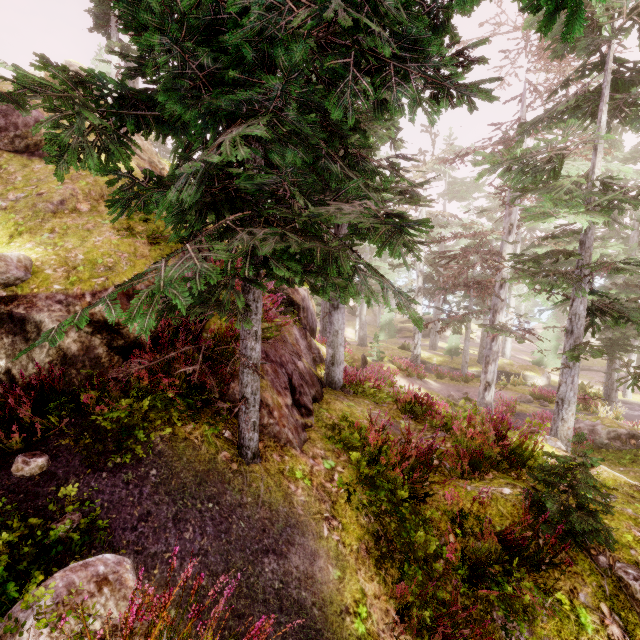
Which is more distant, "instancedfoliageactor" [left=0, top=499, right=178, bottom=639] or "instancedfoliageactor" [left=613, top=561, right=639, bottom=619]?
"instancedfoliageactor" [left=613, top=561, right=639, bottom=619]

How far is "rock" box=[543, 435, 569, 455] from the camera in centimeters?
742cm

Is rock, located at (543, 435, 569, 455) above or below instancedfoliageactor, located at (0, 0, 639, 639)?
below

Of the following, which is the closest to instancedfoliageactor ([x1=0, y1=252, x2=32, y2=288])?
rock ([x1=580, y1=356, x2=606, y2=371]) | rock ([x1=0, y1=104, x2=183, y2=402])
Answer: rock ([x1=0, y1=104, x2=183, y2=402])

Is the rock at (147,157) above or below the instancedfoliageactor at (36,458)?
above

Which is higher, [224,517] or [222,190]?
[222,190]

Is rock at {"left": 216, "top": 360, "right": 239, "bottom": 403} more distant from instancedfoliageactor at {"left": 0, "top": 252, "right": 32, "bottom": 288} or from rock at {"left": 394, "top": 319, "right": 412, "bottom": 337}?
rock at {"left": 394, "top": 319, "right": 412, "bottom": 337}

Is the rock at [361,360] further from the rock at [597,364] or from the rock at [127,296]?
the rock at [597,364]
